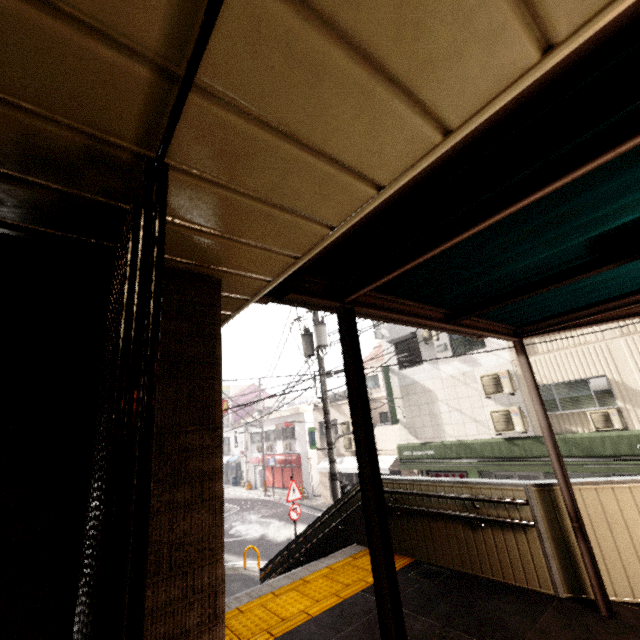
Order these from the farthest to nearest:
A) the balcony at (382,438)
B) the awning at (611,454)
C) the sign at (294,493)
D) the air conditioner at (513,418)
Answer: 1. the balcony at (382,438)
2. the air conditioner at (513,418)
3. the sign at (294,493)
4. the awning at (611,454)

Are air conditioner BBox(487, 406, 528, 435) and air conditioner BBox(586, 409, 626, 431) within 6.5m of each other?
yes

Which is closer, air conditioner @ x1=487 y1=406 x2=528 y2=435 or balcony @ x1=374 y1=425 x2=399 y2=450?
air conditioner @ x1=487 y1=406 x2=528 y2=435

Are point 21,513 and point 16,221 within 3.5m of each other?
yes

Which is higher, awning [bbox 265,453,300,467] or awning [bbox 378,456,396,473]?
awning [bbox 265,453,300,467]

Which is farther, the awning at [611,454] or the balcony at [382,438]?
the balcony at [382,438]

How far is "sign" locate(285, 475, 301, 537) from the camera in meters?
10.6

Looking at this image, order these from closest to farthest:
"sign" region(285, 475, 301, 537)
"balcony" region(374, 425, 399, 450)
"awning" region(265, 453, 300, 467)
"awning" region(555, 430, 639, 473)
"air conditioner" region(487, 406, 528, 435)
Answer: "awning" region(555, 430, 639, 473) → "sign" region(285, 475, 301, 537) → "air conditioner" region(487, 406, 528, 435) → "balcony" region(374, 425, 399, 450) → "awning" region(265, 453, 300, 467)
